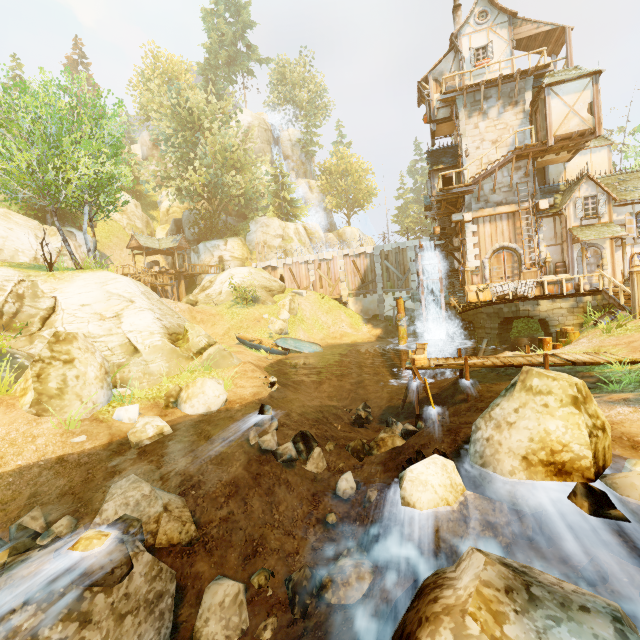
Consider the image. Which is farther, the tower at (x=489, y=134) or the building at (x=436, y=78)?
the building at (x=436, y=78)

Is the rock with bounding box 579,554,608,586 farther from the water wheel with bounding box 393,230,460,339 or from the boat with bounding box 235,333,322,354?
the boat with bounding box 235,333,322,354

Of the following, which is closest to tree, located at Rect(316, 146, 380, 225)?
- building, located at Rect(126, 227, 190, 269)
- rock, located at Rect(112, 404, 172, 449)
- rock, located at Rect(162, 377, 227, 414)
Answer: building, located at Rect(126, 227, 190, 269)

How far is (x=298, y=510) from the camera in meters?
7.6

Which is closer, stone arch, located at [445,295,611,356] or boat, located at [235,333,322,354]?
stone arch, located at [445,295,611,356]

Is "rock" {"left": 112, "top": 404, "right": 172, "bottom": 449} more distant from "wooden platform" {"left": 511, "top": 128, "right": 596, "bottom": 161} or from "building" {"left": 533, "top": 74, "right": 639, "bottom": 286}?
"wooden platform" {"left": 511, "top": 128, "right": 596, "bottom": 161}

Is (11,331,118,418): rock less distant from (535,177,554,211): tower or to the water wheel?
the water wheel

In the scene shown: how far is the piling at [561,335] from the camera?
14.5m
